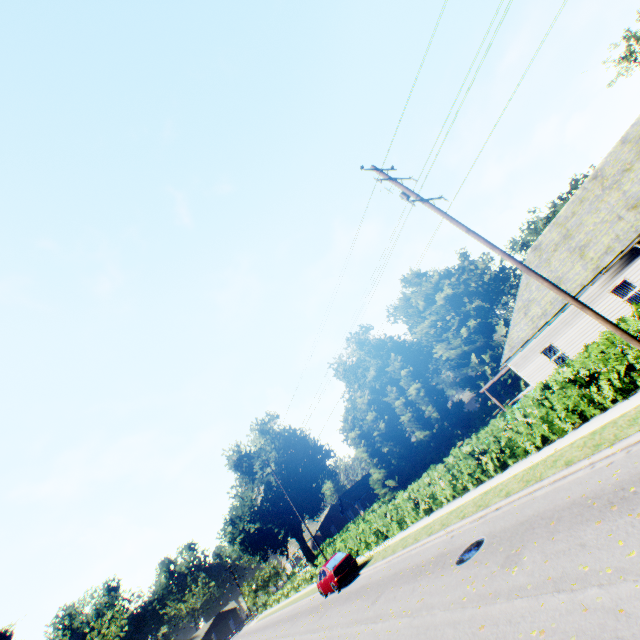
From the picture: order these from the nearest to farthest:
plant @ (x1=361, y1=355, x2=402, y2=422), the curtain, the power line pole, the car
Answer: the power line pole < the curtain < the car < plant @ (x1=361, y1=355, x2=402, y2=422)

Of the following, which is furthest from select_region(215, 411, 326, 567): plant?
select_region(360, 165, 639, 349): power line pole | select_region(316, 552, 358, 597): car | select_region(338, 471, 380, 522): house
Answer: select_region(360, 165, 639, 349): power line pole

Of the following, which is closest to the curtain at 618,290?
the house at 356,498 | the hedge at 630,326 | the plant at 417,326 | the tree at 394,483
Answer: the hedge at 630,326

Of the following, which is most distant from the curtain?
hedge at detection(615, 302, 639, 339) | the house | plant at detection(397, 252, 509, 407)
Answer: the house

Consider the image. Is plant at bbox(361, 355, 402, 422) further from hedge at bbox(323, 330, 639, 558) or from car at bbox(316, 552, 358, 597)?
car at bbox(316, 552, 358, 597)

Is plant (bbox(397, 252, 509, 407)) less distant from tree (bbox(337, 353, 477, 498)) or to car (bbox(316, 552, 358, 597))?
tree (bbox(337, 353, 477, 498))

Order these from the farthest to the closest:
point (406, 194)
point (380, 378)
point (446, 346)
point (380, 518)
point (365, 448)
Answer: point (380, 378), point (446, 346), point (365, 448), point (380, 518), point (406, 194)

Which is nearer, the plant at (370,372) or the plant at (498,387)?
the plant at (498,387)
